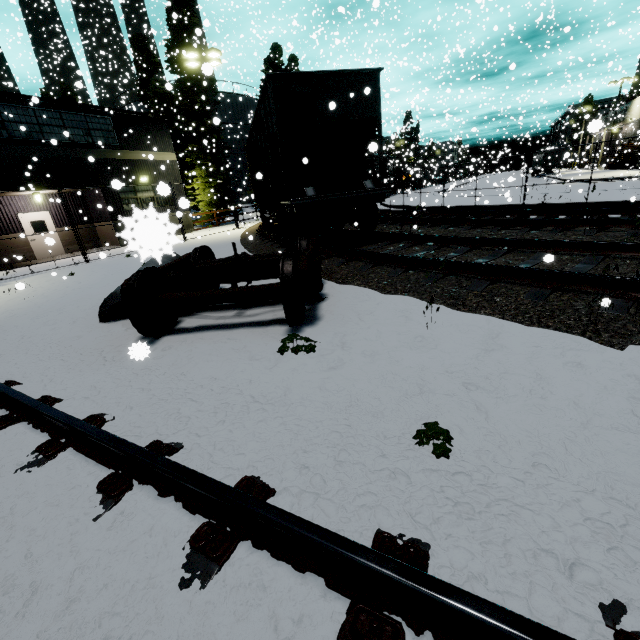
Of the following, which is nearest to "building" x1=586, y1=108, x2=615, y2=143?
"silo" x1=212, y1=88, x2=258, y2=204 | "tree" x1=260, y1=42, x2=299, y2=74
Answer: "silo" x1=212, y1=88, x2=258, y2=204

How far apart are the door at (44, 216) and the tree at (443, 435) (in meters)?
23.52

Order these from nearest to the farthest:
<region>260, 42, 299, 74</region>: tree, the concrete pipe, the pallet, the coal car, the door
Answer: the concrete pipe < the coal car < the door < <region>260, 42, 299, 74</region>: tree < the pallet

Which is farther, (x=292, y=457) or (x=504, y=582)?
(x=292, y=457)

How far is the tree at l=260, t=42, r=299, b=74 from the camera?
33.0 meters

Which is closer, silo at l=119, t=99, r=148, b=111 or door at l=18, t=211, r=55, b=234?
door at l=18, t=211, r=55, b=234

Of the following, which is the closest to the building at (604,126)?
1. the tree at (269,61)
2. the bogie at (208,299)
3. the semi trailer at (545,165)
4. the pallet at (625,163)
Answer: the pallet at (625,163)

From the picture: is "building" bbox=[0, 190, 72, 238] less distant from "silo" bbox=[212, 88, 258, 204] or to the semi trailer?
"silo" bbox=[212, 88, 258, 204]
